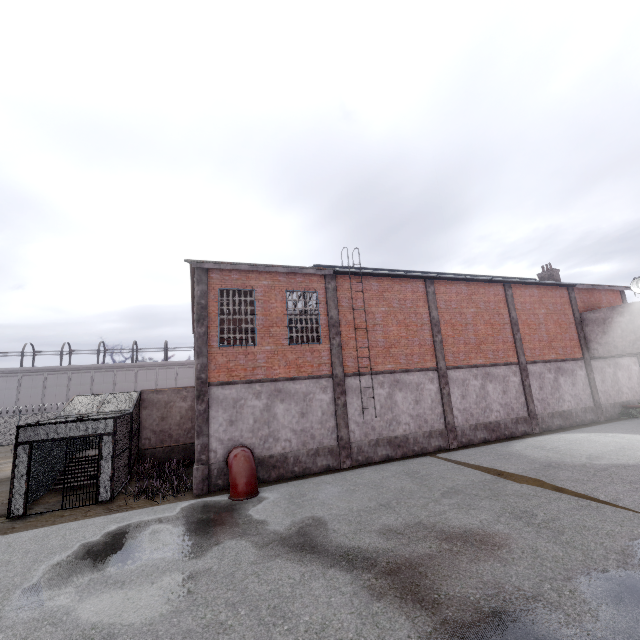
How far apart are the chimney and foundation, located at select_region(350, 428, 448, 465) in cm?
1680

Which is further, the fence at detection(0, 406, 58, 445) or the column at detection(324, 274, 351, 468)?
the fence at detection(0, 406, 58, 445)

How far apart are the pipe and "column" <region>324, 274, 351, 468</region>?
3.7m

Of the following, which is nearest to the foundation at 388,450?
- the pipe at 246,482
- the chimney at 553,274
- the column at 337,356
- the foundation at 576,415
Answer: the column at 337,356

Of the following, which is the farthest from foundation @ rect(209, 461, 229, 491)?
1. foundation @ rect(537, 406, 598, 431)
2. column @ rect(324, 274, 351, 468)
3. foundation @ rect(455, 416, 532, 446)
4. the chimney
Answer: the chimney

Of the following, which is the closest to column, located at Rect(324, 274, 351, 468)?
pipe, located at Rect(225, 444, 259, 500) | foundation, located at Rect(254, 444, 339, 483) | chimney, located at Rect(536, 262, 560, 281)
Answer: foundation, located at Rect(254, 444, 339, 483)

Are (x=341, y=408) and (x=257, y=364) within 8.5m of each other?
yes

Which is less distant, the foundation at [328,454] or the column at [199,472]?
the column at [199,472]
